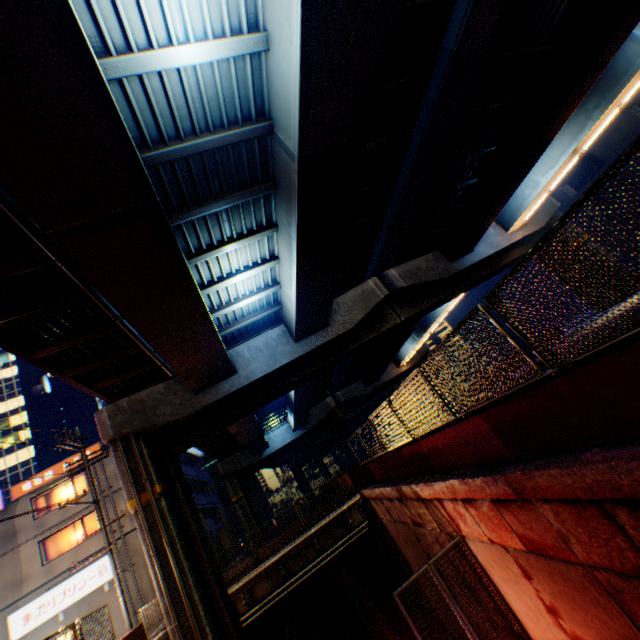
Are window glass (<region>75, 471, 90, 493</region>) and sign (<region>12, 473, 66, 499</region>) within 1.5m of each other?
yes

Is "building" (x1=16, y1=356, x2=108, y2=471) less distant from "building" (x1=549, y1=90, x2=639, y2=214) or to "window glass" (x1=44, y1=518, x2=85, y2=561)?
"window glass" (x1=44, y1=518, x2=85, y2=561)

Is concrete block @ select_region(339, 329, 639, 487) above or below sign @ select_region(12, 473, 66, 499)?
below

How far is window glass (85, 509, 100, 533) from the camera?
22.6m

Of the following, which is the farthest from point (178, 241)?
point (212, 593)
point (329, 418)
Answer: point (329, 418)

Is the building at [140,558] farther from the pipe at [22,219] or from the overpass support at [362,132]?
the pipe at [22,219]

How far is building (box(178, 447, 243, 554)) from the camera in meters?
30.7

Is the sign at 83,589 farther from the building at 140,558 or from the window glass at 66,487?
the window glass at 66,487
